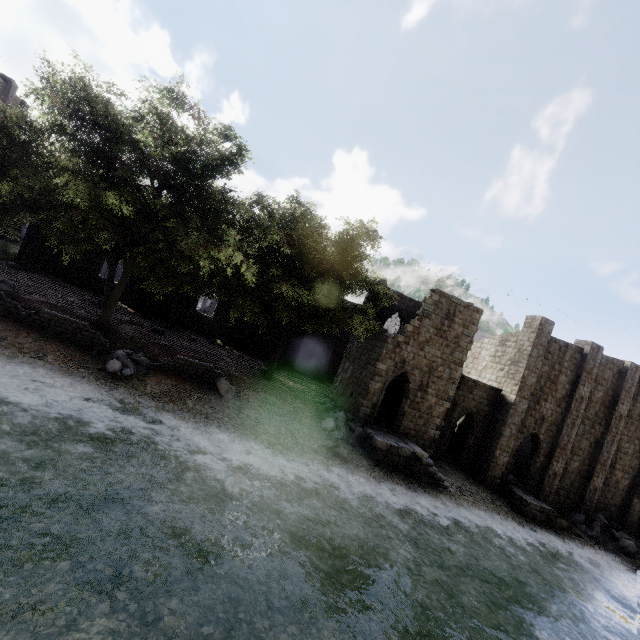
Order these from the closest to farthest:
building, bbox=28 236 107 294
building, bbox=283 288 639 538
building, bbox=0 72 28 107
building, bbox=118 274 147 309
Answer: building, bbox=283 288 639 538 → building, bbox=28 236 107 294 → building, bbox=0 72 28 107 → building, bbox=118 274 147 309

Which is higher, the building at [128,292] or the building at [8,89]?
the building at [8,89]

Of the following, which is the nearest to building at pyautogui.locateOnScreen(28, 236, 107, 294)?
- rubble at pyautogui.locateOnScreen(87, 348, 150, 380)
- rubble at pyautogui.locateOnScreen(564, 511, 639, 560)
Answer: rubble at pyautogui.locateOnScreen(564, 511, 639, 560)

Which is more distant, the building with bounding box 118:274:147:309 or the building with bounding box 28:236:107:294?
the building with bounding box 118:274:147:309

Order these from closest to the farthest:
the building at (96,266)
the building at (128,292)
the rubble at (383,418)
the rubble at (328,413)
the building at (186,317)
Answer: the rubble at (328,413) → the rubble at (383,418) → the building at (96,266) → the building at (128,292) → the building at (186,317)

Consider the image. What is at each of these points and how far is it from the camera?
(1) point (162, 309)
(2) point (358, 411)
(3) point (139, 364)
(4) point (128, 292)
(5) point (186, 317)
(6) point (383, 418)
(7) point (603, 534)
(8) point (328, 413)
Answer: (1) building, 28.9 meters
(2) building, 19.9 meters
(3) rubble, 14.8 meters
(4) building, 28.1 meters
(5) building, 29.5 meters
(6) rubble, 21.4 meters
(7) rubble, 23.5 meters
(8) rubble, 20.0 meters

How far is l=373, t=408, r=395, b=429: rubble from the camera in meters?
21.0

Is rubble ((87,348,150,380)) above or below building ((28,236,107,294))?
below
